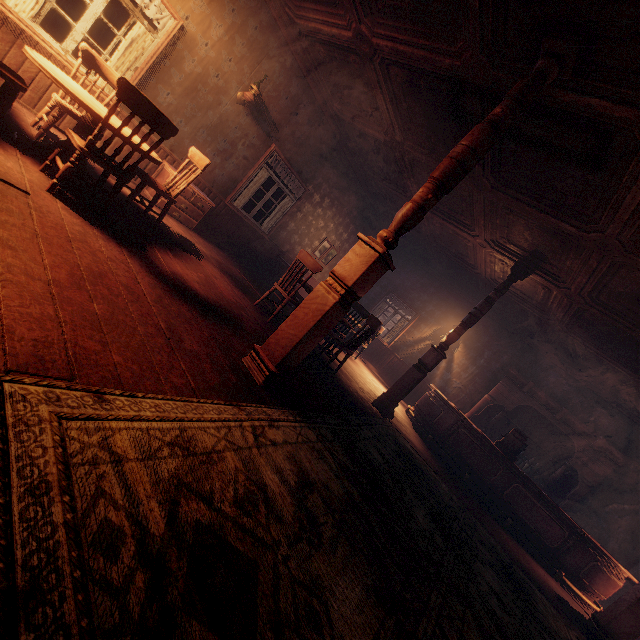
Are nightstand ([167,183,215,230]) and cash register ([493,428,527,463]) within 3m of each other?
no

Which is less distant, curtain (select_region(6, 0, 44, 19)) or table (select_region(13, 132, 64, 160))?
table (select_region(13, 132, 64, 160))

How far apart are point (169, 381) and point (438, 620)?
2.3 meters

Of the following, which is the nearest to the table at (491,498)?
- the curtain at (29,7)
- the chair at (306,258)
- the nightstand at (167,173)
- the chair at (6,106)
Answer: the chair at (306,258)

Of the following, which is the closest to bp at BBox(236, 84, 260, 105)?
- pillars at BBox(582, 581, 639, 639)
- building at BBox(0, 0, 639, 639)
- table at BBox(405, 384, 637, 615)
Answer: building at BBox(0, 0, 639, 639)

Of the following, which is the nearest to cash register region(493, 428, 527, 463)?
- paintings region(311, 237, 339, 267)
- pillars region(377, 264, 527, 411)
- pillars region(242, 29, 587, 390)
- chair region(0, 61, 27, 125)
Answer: pillars region(377, 264, 527, 411)

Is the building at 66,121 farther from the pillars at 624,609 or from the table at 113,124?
the table at 113,124

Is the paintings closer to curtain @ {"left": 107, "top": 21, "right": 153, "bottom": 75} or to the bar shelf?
curtain @ {"left": 107, "top": 21, "right": 153, "bottom": 75}
